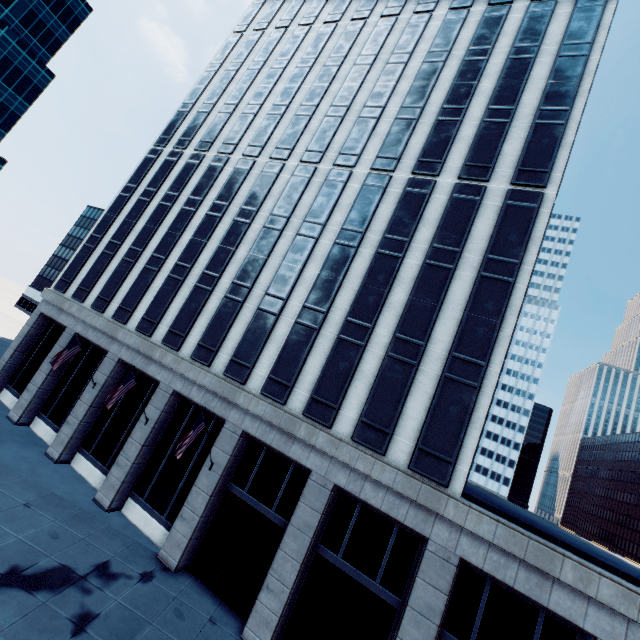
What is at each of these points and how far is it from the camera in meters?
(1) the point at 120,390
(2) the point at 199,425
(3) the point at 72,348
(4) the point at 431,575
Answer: (1) flag, 18.3 m
(2) flag, 16.2 m
(3) flag, 21.1 m
(4) building, 13.4 m

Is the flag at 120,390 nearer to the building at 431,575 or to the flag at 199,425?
the building at 431,575

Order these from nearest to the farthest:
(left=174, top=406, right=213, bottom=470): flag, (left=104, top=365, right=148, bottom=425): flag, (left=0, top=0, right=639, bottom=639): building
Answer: (left=0, top=0, right=639, bottom=639): building
(left=174, top=406, right=213, bottom=470): flag
(left=104, top=365, right=148, bottom=425): flag

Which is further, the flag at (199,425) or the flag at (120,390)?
the flag at (120,390)

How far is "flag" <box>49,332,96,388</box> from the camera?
20.5 meters

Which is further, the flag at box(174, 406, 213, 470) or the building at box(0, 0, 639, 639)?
the flag at box(174, 406, 213, 470)

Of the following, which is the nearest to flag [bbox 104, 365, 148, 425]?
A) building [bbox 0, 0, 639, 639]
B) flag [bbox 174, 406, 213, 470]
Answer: building [bbox 0, 0, 639, 639]

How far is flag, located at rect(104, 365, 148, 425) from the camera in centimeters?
1798cm
